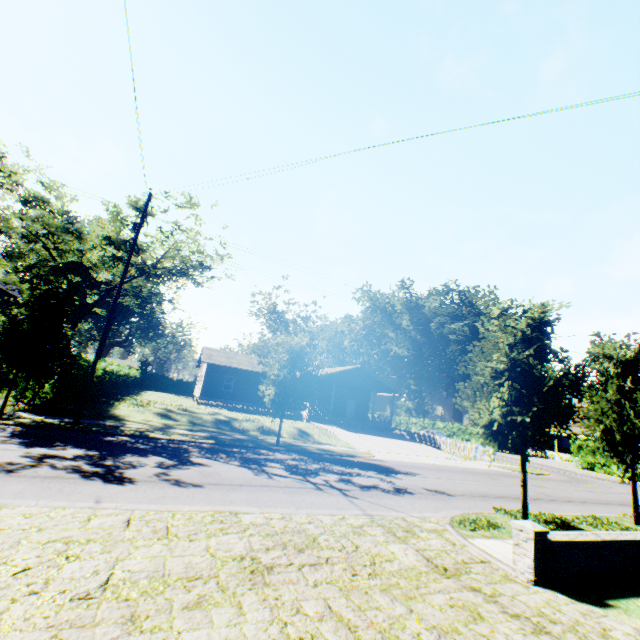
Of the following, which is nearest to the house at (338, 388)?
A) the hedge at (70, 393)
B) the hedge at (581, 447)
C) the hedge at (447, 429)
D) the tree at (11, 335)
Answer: the hedge at (70, 393)

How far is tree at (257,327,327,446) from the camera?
17.3m

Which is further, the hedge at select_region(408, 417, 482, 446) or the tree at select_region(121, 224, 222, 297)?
the hedge at select_region(408, 417, 482, 446)

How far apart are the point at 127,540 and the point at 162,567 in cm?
96

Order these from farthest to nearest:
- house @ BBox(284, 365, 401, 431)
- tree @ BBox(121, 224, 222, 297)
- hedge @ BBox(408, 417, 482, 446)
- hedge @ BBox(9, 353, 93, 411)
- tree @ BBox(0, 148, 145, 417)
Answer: hedge @ BBox(408, 417, 482, 446) < house @ BBox(284, 365, 401, 431) < tree @ BBox(121, 224, 222, 297) < hedge @ BBox(9, 353, 93, 411) < tree @ BBox(0, 148, 145, 417)

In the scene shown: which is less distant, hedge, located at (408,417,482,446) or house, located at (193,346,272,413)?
house, located at (193,346,272,413)

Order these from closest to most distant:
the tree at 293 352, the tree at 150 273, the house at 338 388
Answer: the tree at 293 352
the tree at 150 273
the house at 338 388

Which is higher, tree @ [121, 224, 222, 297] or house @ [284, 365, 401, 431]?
tree @ [121, 224, 222, 297]
